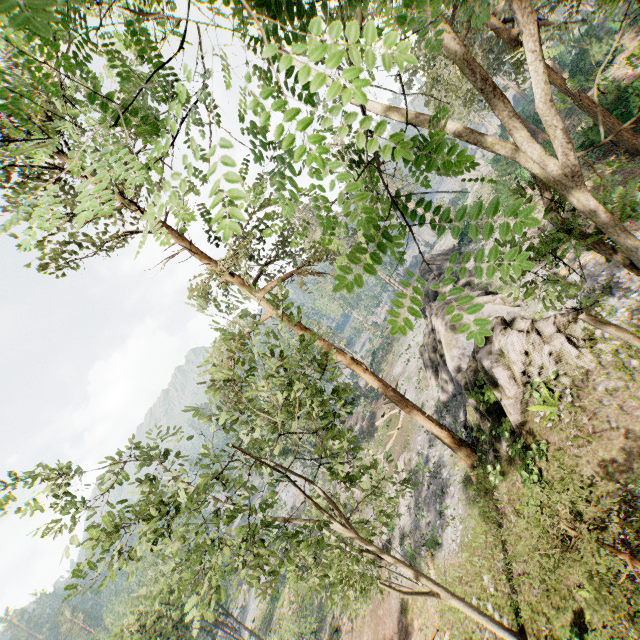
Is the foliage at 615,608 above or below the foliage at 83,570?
below

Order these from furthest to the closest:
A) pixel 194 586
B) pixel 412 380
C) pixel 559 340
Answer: pixel 412 380
pixel 559 340
pixel 194 586

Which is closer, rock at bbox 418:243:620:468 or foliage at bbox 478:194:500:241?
foliage at bbox 478:194:500:241

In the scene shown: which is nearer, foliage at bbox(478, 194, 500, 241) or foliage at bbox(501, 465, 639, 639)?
foliage at bbox(478, 194, 500, 241)

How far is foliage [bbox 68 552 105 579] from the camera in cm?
747

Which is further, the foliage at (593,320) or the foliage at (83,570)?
the foliage at (83,570)
